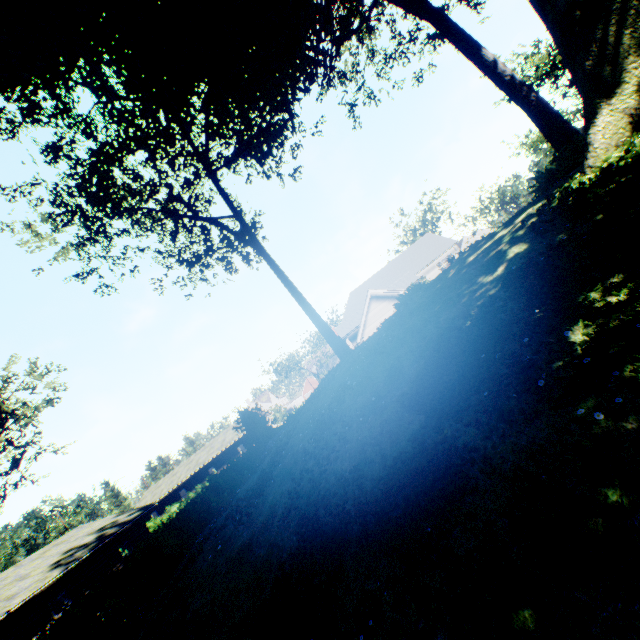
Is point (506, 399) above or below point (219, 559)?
above

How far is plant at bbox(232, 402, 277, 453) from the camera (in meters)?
21.78

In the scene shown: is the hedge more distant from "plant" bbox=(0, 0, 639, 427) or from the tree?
the tree

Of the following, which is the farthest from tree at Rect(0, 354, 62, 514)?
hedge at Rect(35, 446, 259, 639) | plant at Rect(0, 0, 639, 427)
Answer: hedge at Rect(35, 446, 259, 639)

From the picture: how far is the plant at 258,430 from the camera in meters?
21.8

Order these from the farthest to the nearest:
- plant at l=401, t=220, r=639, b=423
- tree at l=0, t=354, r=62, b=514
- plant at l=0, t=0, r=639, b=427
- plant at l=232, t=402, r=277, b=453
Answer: tree at l=0, t=354, r=62, b=514 → plant at l=232, t=402, r=277, b=453 → plant at l=0, t=0, r=639, b=427 → plant at l=401, t=220, r=639, b=423

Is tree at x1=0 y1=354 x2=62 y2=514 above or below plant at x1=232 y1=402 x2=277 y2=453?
above

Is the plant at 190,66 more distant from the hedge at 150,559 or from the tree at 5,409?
the hedge at 150,559
